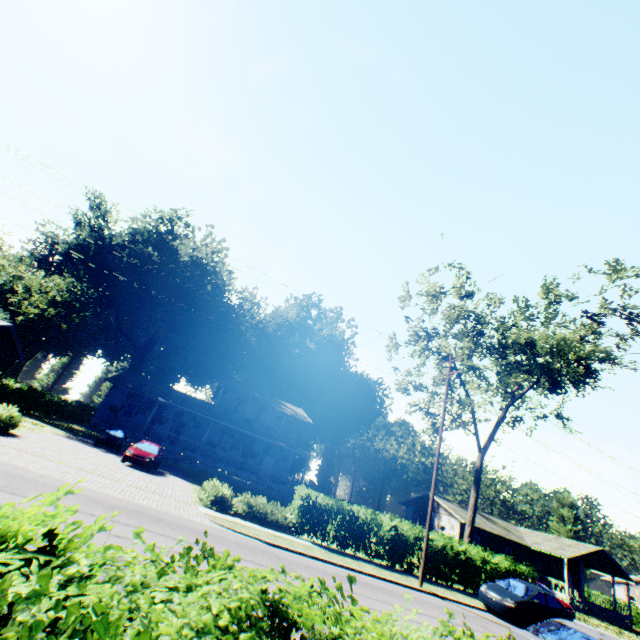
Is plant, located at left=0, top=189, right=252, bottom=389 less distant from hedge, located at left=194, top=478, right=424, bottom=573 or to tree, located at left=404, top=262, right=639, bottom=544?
hedge, located at left=194, top=478, right=424, bottom=573

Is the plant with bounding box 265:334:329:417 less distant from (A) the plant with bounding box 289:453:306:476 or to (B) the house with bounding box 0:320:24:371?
(A) the plant with bounding box 289:453:306:476

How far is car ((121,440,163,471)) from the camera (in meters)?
20.55

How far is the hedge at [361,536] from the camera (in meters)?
15.97

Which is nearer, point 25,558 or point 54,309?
point 25,558

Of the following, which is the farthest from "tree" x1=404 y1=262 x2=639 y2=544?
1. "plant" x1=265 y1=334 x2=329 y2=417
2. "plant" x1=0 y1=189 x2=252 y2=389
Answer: "plant" x1=265 y1=334 x2=329 y2=417

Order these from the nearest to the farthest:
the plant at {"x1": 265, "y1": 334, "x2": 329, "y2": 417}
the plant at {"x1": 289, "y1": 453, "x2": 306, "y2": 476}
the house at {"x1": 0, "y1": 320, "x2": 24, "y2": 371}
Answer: the house at {"x1": 0, "y1": 320, "x2": 24, "y2": 371} < the plant at {"x1": 289, "y1": 453, "x2": 306, "y2": 476} < the plant at {"x1": 265, "y1": 334, "x2": 329, "y2": 417}

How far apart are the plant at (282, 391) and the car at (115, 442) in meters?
29.1
